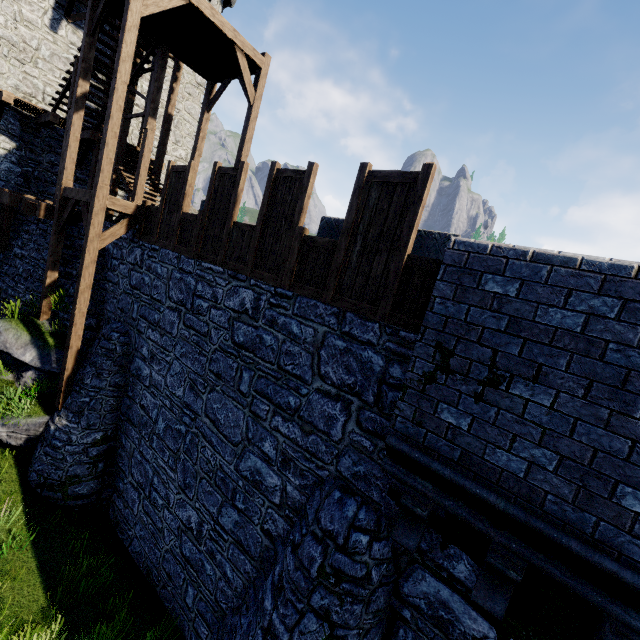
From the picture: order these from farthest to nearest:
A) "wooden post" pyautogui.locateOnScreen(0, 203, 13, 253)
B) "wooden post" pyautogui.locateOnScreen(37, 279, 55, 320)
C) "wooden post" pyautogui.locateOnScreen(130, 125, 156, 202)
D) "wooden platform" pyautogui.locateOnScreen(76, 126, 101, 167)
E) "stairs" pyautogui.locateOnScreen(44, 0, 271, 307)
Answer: "wooden platform" pyautogui.locateOnScreen(76, 126, 101, 167) → "wooden post" pyautogui.locateOnScreen(0, 203, 13, 253) → "wooden post" pyautogui.locateOnScreen(130, 125, 156, 202) → "wooden post" pyautogui.locateOnScreen(37, 279, 55, 320) → "stairs" pyautogui.locateOnScreen(44, 0, 271, 307)

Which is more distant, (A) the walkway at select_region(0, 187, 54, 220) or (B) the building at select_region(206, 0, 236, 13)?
(B) the building at select_region(206, 0, 236, 13)

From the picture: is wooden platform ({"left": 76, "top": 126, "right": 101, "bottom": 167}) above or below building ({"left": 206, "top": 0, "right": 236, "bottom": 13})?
below

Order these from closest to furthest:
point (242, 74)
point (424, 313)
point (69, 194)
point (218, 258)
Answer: point (424, 313) < point (218, 258) < point (69, 194) < point (242, 74)

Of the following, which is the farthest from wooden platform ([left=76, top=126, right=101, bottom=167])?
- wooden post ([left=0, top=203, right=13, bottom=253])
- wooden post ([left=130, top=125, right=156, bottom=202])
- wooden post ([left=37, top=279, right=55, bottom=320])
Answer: wooden post ([left=37, top=279, right=55, bottom=320])

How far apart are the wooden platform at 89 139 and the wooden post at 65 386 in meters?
9.1

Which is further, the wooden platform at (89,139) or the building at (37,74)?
the wooden platform at (89,139)

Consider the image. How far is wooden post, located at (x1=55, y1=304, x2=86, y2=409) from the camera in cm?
864
